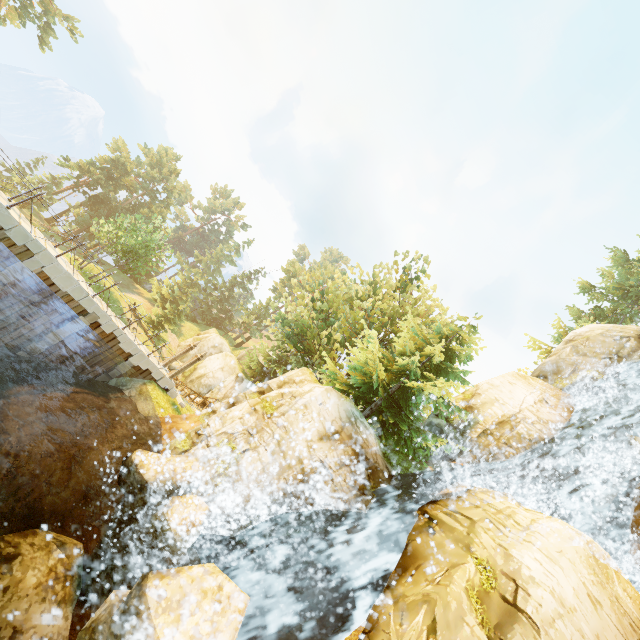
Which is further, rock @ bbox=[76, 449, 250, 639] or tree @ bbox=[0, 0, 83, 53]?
tree @ bbox=[0, 0, 83, 53]

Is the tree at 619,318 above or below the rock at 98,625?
above

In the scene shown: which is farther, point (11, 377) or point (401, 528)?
point (11, 377)

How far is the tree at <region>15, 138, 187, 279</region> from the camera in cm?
3309

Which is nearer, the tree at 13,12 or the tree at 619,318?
the tree at 619,318

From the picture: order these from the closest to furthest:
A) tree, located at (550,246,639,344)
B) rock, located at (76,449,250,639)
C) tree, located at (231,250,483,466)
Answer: rock, located at (76,449,250,639)
tree, located at (231,250,483,466)
tree, located at (550,246,639,344)
